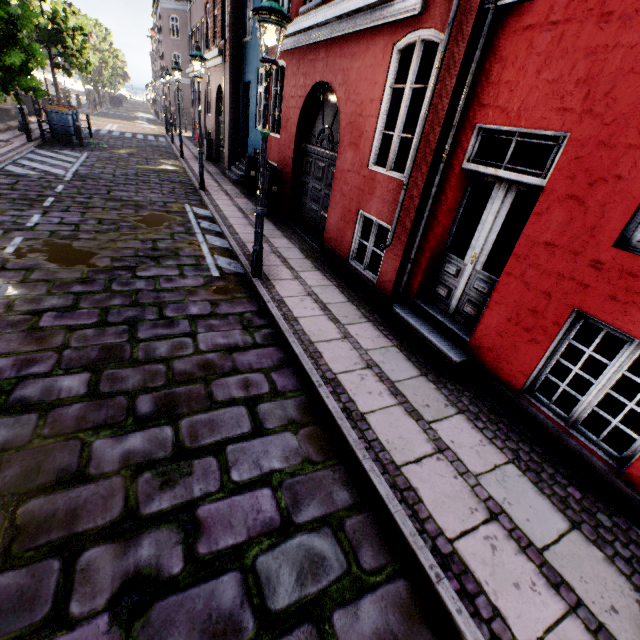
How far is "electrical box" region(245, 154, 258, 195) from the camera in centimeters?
1098cm

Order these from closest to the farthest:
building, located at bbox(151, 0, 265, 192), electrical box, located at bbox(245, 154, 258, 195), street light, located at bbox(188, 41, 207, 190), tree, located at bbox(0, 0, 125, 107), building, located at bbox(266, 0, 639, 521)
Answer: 1. building, located at bbox(266, 0, 639, 521)
2. street light, located at bbox(188, 41, 207, 190)
3. tree, located at bbox(0, 0, 125, 107)
4. electrical box, located at bbox(245, 154, 258, 195)
5. building, located at bbox(151, 0, 265, 192)

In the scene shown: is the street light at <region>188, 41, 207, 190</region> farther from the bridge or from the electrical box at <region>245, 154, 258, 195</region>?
the bridge

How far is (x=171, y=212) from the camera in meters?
8.8 m

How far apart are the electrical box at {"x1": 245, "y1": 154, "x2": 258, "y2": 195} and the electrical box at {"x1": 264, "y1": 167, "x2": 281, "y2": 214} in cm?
209

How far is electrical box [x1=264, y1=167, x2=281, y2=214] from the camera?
9.20m

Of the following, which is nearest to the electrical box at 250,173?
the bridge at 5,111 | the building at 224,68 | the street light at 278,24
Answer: the building at 224,68

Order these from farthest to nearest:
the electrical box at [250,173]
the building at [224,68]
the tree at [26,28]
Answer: the building at [224,68] → the electrical box at [250,173] → the tree at [26,28]
